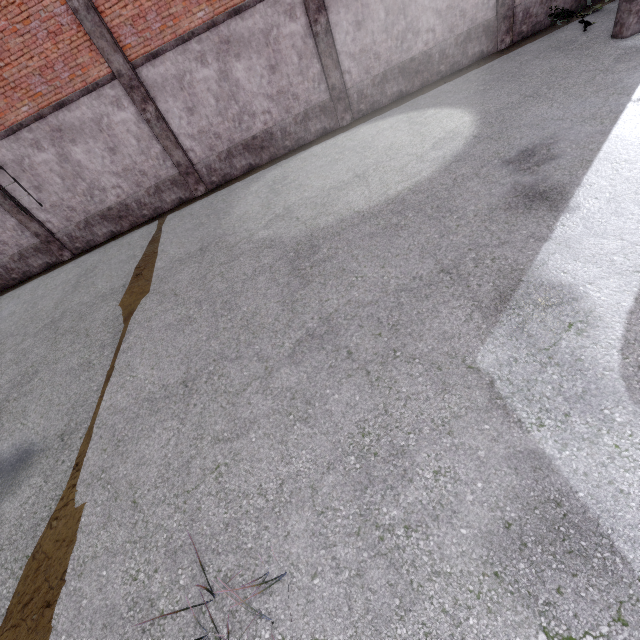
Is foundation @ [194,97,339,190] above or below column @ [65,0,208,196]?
below

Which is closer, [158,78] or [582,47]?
[582,47]

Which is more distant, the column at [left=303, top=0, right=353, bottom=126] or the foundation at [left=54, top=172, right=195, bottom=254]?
the foundation at [left=54, top=172, right=195, bottom=254]

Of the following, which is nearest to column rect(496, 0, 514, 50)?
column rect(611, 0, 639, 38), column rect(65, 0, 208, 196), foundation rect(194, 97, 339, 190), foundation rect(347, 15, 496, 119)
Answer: foundation rect(347, 15, 496, 119)

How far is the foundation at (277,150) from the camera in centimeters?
1135cm

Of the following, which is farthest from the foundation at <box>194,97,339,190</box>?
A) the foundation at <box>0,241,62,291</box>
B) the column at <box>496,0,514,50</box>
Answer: the foundation at <box>0,241,62,291</box>

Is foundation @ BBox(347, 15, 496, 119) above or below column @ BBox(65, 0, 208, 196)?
below

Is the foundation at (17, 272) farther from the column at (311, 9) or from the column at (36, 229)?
the column at (311, 9)
